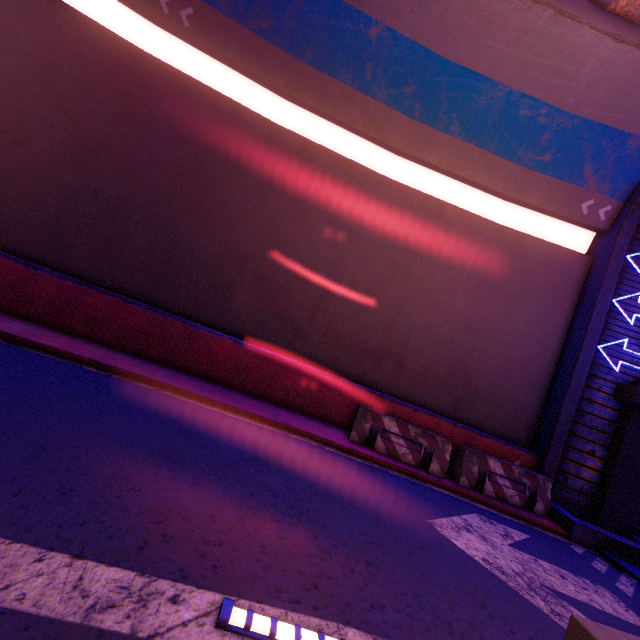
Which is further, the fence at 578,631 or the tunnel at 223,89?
the tunnel at 223,89

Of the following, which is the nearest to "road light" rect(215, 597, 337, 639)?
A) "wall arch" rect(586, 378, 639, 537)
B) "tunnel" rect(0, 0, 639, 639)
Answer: "tunnel" rect(0, 0, 639, 639)

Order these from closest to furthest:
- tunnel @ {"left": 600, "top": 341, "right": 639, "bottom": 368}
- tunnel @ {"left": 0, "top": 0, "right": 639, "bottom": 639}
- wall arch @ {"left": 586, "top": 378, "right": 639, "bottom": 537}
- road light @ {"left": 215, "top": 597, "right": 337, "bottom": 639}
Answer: road light @ {"left": 215, "top": 597, "right": 337, "bottom": 639}
tunnel @ {"left": 0, "top": 0, "right": 639, "bottom": 639}
wall arch @ {"left": 586, "top": 378, "right": 639, "bottom": 537}
tunnel @ {"left": 600, "top": 341, "right": 639, "bottom": 368}

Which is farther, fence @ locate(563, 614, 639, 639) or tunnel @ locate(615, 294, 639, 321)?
tunnel @ locate(615, 294, 639, 321)

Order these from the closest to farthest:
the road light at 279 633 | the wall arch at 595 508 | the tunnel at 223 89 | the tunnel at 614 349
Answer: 1. the road light at 279 633
2. the tunnel at 223 89
3. the wall arch at 595 508
4. the tunnel at 614 349

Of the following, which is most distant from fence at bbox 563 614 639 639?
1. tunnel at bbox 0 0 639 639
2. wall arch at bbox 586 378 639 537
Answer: wall arch at bbox 586 378 639 537

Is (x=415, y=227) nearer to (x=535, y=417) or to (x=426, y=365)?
(x=426, y=365)

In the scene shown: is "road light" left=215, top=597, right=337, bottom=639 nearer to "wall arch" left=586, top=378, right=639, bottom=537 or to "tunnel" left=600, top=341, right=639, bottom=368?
"tunnel" left=600, top=341, right=639, bottom=368
